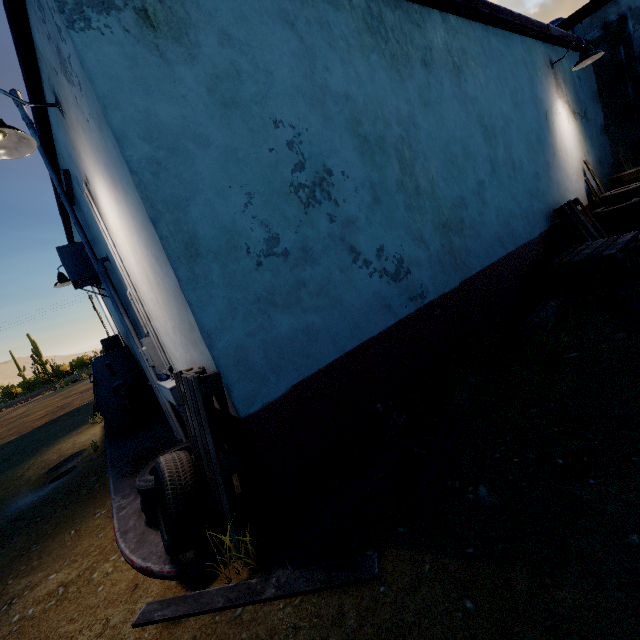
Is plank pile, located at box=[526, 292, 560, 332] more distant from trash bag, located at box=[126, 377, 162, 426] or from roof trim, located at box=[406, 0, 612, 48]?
trash bag, located at box=[126, 377, 162, 426]

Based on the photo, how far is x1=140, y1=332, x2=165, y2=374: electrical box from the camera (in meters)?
3.49

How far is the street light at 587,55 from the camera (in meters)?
5.61

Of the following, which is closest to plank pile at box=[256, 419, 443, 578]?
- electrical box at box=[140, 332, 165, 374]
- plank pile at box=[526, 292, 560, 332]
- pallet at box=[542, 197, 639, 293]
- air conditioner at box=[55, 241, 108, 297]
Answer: plank pile at box=[526, 292, 560, 332]

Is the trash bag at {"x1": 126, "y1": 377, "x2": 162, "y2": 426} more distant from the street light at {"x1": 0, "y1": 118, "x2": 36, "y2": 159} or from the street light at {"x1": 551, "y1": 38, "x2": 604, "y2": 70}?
the street light at {"x1": 551, "y1": 38, "x2": 604, "y2": 70}

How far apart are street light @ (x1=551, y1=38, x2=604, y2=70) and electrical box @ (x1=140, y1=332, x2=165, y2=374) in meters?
8.3 m

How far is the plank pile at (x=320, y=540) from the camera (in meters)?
1.90

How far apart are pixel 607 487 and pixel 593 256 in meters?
3.7
